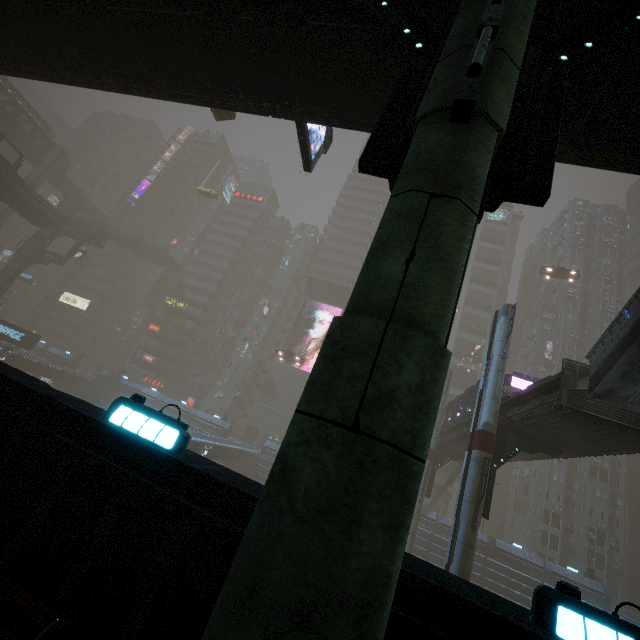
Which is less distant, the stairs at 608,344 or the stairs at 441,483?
the stairs at 608,344

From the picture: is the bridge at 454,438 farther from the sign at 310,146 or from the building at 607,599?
the sign at 310,146

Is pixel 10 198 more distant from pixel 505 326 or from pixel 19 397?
pixel 505 326

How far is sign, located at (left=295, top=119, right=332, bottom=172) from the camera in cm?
1142

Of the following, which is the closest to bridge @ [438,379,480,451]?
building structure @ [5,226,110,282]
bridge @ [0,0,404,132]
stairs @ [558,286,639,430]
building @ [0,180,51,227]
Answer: stairs @ [558,286,639,430]

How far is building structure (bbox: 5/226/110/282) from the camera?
46.7 meters

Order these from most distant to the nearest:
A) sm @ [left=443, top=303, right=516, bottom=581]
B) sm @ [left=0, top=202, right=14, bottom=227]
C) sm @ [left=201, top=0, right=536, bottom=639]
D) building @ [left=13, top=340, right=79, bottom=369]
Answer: building @ [left=13, top=340, right=79, bottom=369] → sm @ [left=0, top=202, right=14, bottom=227] → sm @ [left=443, top=303, right=516, bottom=581] → sm @ [left=201, top=0, right=536, bottom=639]

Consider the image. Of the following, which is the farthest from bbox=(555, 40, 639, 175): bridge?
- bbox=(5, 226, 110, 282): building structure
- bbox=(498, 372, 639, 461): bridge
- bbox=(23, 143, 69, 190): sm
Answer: bbox=(23, 143, 69, 190): sm
